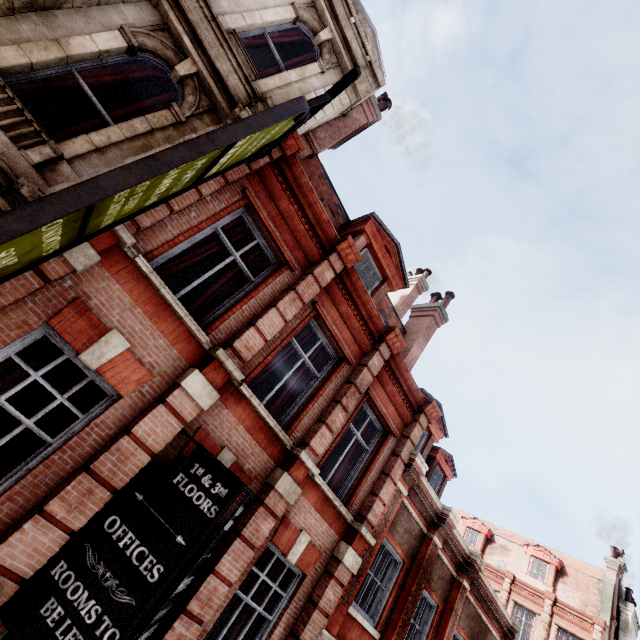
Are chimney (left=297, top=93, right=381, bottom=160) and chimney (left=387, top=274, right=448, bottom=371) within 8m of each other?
yes

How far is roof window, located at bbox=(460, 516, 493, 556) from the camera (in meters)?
27.16

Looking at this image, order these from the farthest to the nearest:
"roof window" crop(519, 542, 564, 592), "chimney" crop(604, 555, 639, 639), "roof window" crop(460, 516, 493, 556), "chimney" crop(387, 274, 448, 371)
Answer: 1. "roof window" crop(460, 516, 493, 556)
2. "roof window" crop(519, 542, 564, 592)
3. "chimney" crop(604, 555, 639, 639)
4. "chimney" crop(387, 274, 448, 371)

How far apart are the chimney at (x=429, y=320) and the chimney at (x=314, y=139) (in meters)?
6.77

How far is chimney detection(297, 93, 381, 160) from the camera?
9.0m

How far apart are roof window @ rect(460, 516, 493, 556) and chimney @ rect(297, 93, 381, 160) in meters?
32.0 m

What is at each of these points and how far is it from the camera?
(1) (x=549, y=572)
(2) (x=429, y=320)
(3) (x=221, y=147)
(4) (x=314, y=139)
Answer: (1) roof window, 23.59m
(2) chimney, 12.01m
(3) sign, 3.10m
(4) chimney, 9.03m

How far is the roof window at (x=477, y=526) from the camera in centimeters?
2716cm
